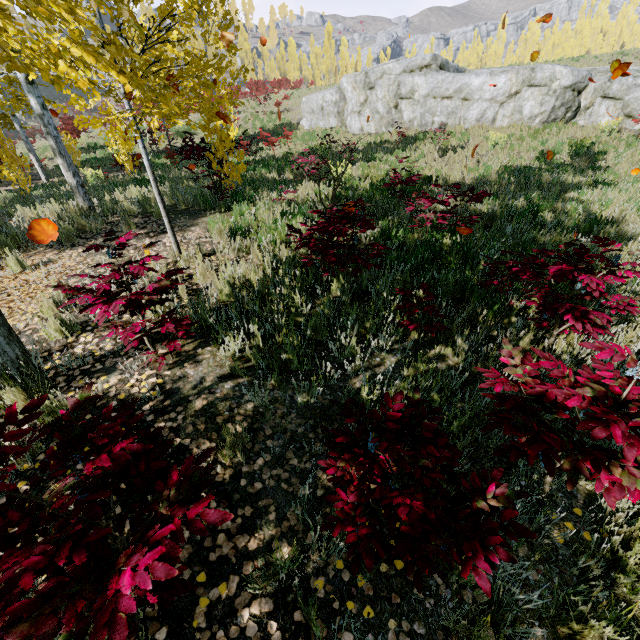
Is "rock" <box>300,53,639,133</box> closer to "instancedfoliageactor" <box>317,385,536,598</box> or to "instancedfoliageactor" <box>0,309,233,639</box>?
"instancedfoliageactor" <box>0,309,233,639</box>

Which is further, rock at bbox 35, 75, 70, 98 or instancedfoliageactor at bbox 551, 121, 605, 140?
rock at bbox 35, 75, 70, 98

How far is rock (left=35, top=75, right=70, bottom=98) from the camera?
47.3m

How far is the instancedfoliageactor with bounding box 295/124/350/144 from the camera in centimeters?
1405cm

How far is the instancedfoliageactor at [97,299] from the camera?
2.6 meters

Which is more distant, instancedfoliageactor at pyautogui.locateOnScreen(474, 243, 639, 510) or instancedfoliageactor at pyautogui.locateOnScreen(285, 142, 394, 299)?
instancedfoliageactor at pyautogui.locateOnScreen(285, 142, 394, 299)

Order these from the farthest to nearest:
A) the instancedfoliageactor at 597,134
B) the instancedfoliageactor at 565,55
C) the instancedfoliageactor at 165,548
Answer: the instancedfoliageactor at 565,55, the instancedfoliageactor at 597,134, the instancedfoliageactor at 165,548

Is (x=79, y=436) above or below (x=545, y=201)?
above
